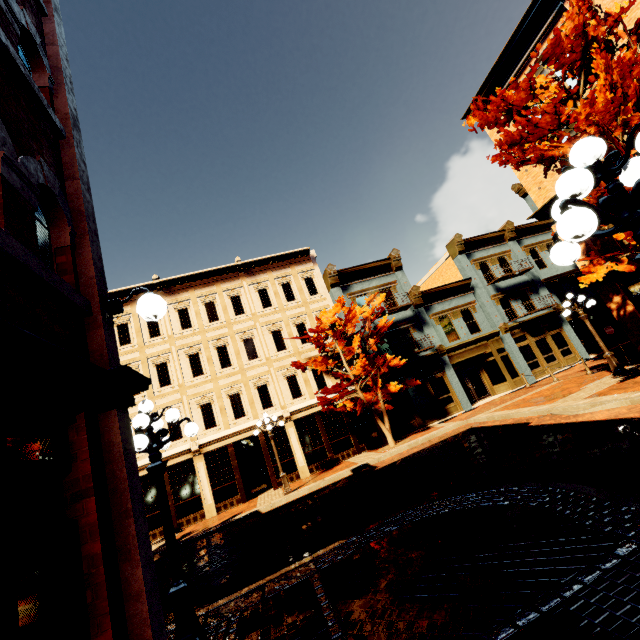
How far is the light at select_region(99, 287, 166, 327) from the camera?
3.4m

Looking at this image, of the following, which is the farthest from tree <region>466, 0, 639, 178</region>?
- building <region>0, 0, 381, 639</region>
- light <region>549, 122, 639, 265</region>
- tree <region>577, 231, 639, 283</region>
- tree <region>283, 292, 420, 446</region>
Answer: tree <region>283, 292, 420, 446</region>

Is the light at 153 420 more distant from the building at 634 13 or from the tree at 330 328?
the tree at 330 328

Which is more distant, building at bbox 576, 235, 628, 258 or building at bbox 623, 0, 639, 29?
building at bbox 576, 235, 628, 258

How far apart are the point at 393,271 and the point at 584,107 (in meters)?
14.67

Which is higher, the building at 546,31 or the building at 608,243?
the building at 546,31

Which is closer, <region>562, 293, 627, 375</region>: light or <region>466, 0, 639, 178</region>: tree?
<region>466, 0, 639, 178</region>: tree

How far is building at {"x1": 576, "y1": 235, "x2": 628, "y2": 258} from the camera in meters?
13.4 m
